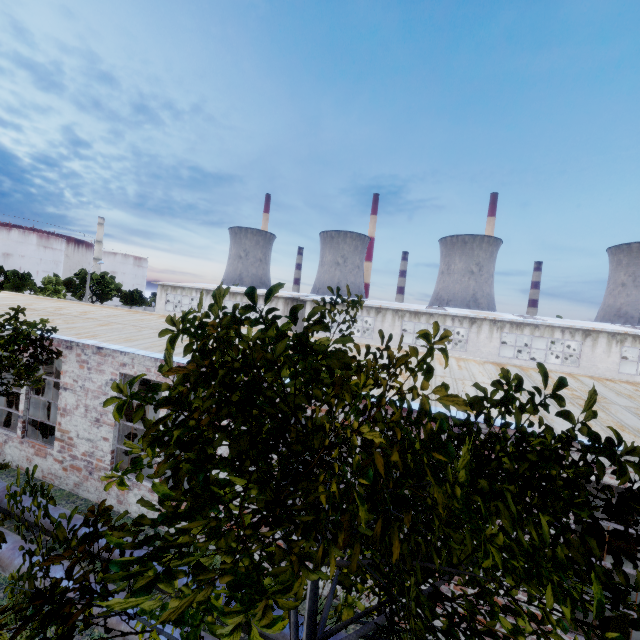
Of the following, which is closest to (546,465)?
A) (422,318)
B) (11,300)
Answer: (11,300)

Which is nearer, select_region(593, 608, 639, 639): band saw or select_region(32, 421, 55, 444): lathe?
select_region(593, 608, 639, 639): band saw

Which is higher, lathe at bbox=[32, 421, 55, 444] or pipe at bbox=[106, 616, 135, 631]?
pipe at bbox=[106, 616, 135, 631]

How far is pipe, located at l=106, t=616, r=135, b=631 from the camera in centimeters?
542cm

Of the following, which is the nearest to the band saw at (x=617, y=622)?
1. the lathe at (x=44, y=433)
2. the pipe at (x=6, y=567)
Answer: the pipe at (x=6, y=567)

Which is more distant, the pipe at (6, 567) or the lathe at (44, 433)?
the lathe at (44, 433)

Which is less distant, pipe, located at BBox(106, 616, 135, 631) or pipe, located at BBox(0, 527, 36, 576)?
pipe, located at BBox(106, 616, 135, 631)

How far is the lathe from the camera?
12.7 meters
